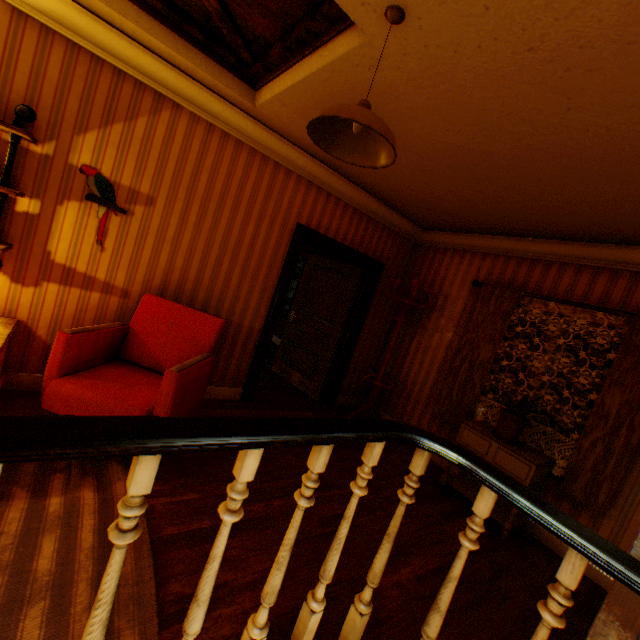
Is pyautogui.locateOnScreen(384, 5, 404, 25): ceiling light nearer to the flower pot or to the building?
the building

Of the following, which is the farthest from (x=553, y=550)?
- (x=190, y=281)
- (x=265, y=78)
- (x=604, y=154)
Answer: (x=265, y=78)

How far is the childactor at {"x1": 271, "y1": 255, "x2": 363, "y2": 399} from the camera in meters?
5.2 m

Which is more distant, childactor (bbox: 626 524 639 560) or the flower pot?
the flower pot

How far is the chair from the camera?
2.29m

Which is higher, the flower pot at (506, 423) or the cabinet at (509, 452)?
the flower pot at (506, 423)

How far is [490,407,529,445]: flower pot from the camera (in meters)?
3.33

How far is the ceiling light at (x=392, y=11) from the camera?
1.6m
